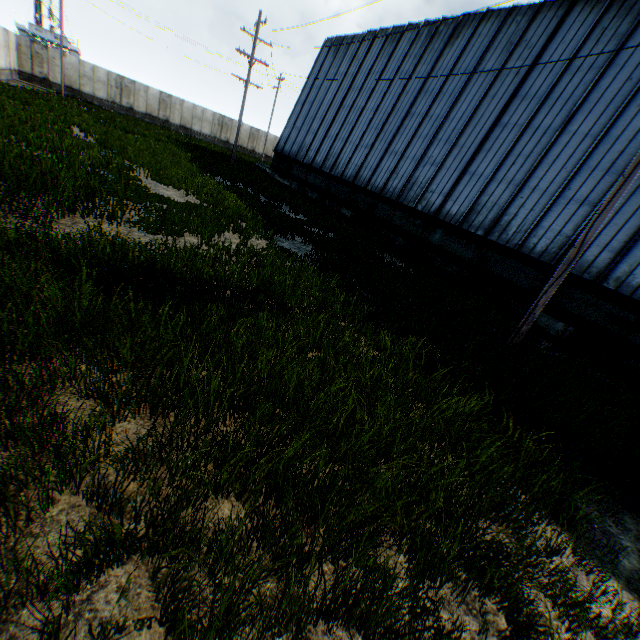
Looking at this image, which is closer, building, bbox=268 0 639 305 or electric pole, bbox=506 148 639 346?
electric pole, bbox=506 148 639 346

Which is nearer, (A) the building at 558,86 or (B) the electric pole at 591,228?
(B) the electric pole at 591,228

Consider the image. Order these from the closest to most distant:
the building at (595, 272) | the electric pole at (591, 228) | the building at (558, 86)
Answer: the electric pole at (591, 228) < the building at (595, 272) < the building at (558, 86)

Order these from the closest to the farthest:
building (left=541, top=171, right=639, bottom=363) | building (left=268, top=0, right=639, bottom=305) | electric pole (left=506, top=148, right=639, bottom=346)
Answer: electric pole (left=506, top=148, right=639, bottom=346), building (left=541, top=171, right=639, bottom=363), building (left=268, top=0, right=639, bottom=305)

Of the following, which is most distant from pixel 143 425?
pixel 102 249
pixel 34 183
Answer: pixel 34 183

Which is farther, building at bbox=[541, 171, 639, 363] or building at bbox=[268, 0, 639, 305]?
building at bbox=[268, 0, 639, 305]
